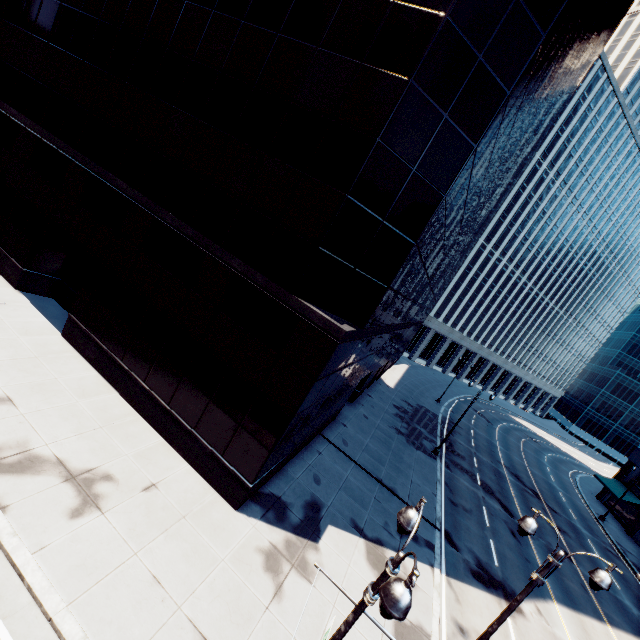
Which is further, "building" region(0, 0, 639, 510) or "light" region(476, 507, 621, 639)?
"building" region(0, 0, 639, 510)

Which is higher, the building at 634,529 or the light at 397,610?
the light at 397,610

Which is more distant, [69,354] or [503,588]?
[503,588]

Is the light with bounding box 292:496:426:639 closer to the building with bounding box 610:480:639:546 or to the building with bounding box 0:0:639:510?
the building with bounding box 0:0:639:510

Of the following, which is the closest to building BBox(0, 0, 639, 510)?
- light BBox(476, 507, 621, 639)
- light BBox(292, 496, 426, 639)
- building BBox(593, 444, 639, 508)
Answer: light BBox(292, 496, 426, 639)

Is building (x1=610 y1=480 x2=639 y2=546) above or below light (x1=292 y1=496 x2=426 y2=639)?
below

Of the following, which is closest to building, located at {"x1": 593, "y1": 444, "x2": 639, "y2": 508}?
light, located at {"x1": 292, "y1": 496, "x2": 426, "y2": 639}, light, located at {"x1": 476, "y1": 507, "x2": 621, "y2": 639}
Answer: light, located at {"x1": 476, "y1": 507, "x2": 621, "y2": 639}

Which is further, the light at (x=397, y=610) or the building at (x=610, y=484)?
the building at (x=610, y=484)
